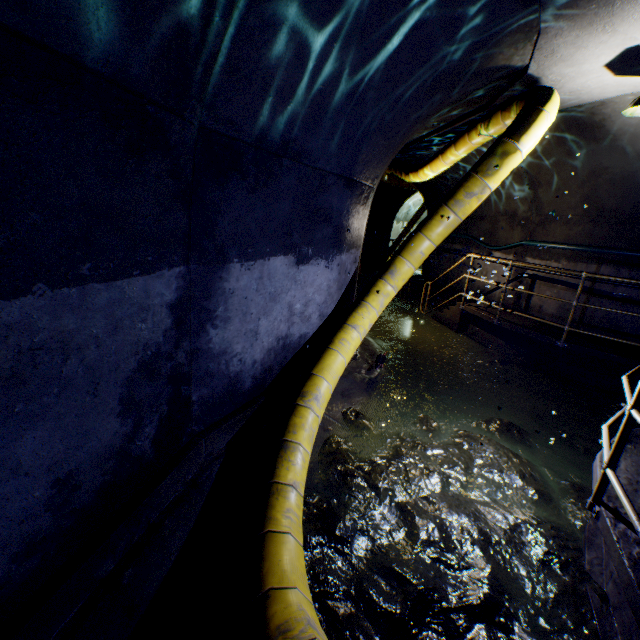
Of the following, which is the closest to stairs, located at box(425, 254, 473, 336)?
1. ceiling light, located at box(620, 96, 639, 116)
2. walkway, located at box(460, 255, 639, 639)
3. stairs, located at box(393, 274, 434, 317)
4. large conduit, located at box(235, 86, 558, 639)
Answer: walkway, located at box(460, 255, 639, 639)

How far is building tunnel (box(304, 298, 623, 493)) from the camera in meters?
4.4 m

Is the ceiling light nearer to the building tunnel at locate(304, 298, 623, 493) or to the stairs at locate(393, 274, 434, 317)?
the building tunnel at locate(304, 298, 623, 493)

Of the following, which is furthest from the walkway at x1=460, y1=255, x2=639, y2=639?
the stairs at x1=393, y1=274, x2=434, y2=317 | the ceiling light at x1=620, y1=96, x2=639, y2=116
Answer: the stairs at x1=393, y1=274, x2=434, y2=317

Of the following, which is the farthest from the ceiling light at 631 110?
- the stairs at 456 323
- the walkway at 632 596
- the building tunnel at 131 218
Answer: the stairs at 456 323

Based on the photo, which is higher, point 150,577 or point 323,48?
point 323,48

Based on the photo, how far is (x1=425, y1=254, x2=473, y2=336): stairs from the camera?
8.0m

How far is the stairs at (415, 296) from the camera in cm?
982
